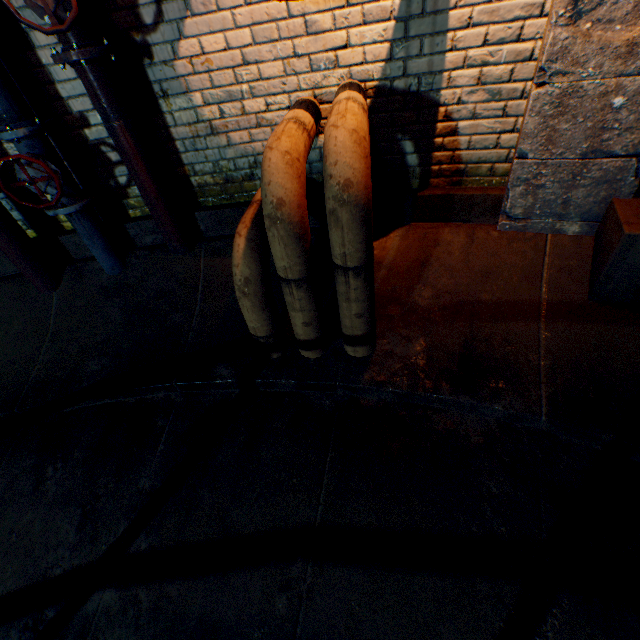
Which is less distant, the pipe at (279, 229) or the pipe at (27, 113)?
the pipe at (279, 229)

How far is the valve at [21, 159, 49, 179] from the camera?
2.1 meters

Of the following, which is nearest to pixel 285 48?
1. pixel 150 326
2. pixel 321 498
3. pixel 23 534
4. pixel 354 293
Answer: pixel 354 293

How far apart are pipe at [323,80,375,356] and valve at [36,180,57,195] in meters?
1.3 m

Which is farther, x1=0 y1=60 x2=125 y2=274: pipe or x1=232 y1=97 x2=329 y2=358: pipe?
x1=0 y1=60 x2=125 y2=274: pipe

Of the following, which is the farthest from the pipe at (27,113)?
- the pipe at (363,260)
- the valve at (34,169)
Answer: the pipe at (363,260)
